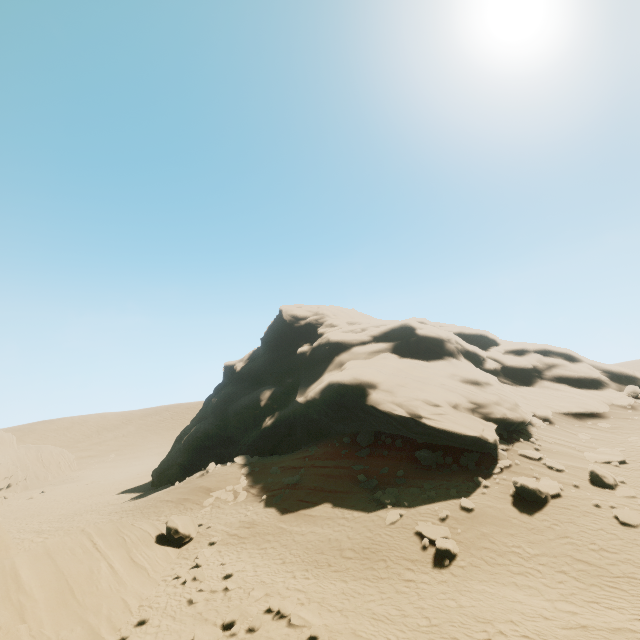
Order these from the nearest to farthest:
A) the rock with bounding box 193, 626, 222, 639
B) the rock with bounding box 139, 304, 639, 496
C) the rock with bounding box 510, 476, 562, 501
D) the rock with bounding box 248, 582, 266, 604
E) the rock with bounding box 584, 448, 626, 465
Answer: the rock with bounding box 193, 626, 222, 639
the rock with bounding box 248, 582, 266, 604
the rock with bounding box 510, 476, 562, 501
the rock with bounding box 584, 448, 626, 465
the rock with bounding box 139, 304, 639, 496

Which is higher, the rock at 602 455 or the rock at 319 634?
the rock at 602 455

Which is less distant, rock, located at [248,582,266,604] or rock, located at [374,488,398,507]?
rock, located at [248,582,266,604]

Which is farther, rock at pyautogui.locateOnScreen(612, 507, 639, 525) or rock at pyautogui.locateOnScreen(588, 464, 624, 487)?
rock at pyautogui.locateOnScreen(588, 464, 624, 487)

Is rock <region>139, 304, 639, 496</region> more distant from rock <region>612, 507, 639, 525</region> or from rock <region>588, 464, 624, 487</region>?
rock <region>612, 507, 639, 525</region>

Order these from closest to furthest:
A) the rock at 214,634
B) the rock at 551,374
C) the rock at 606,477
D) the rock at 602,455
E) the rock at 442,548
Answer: the rock at 214,634 → the rock at 442,548 → the rock at 606,477 → the rock at 602,455 → the rock at 551,374

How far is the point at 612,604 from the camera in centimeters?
927cm

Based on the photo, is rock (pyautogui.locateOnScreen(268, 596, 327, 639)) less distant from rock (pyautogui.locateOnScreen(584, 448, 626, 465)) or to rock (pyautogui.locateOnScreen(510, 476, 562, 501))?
rock (pyautogui.locateOnScreen(510, 476, 562, 501))
